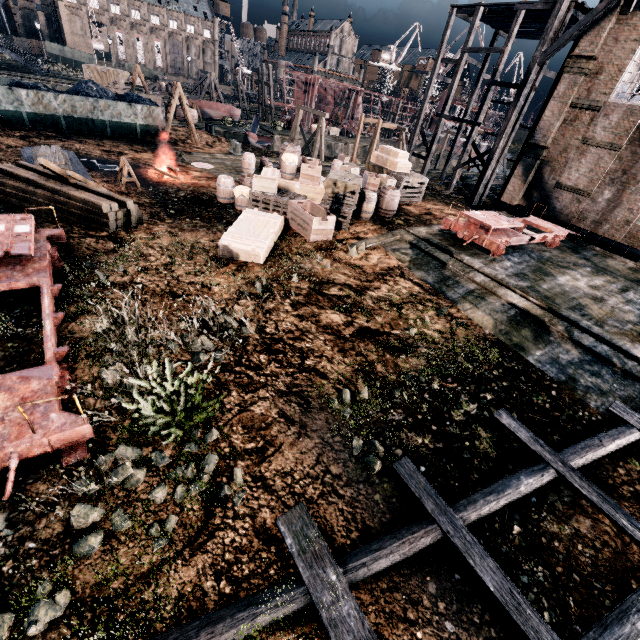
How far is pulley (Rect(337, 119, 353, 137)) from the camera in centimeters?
5268cm

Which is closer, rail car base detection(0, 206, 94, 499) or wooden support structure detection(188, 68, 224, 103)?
rail car base detection(0, 206, 94, 499)

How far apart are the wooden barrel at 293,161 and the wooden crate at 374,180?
3.7 meters

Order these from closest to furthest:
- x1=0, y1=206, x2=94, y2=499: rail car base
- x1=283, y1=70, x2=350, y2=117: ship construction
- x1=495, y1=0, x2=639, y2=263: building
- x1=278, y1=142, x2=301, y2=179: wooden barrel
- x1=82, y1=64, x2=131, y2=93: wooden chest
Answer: x1=0, y1=206, x2=94, y2=499: rail car base < x1=278, y1=142, x2=301, y2=179: wooden barrel < x1=495, y1=0, x2=639, y2=263: building < x1=82, y1=64, x2=131, y2=93: wooden chest < x1=283, y1=70, x2=350, y2=117: ship construction

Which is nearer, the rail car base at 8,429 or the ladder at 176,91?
the rail car base at 8,429

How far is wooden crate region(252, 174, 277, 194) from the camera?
15.02m

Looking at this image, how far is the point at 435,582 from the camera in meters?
4.9 m

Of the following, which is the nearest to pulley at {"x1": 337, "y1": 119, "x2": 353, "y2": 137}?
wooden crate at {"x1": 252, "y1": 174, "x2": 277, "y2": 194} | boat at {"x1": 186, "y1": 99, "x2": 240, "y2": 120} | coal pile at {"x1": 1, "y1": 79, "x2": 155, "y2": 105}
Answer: boat at {"x1": 186, "y1": 99, "x2": 240, "y2": 120}
